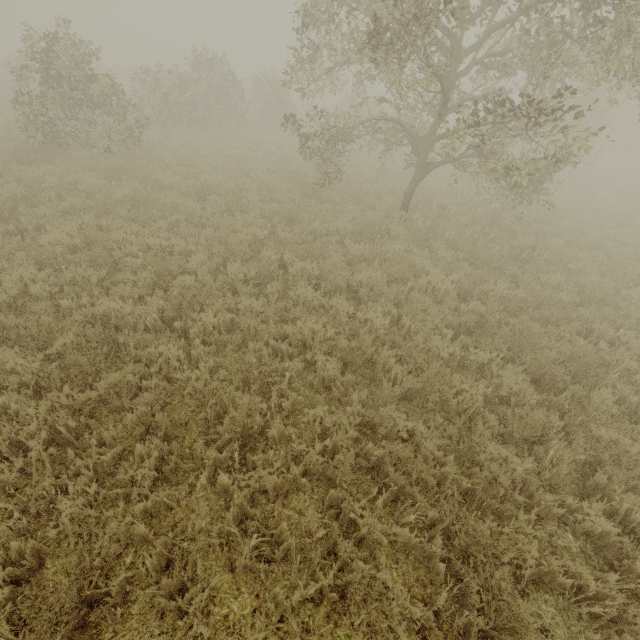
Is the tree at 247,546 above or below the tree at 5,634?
above

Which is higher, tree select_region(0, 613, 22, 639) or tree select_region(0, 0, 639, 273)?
tree select_region(0, 0, 639, 273)

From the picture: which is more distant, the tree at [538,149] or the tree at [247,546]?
the tree at [538,149]

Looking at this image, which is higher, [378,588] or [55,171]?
[55,171]

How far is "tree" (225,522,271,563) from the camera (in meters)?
2.68

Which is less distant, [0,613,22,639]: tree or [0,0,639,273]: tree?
[0,613,22,639]: tree
